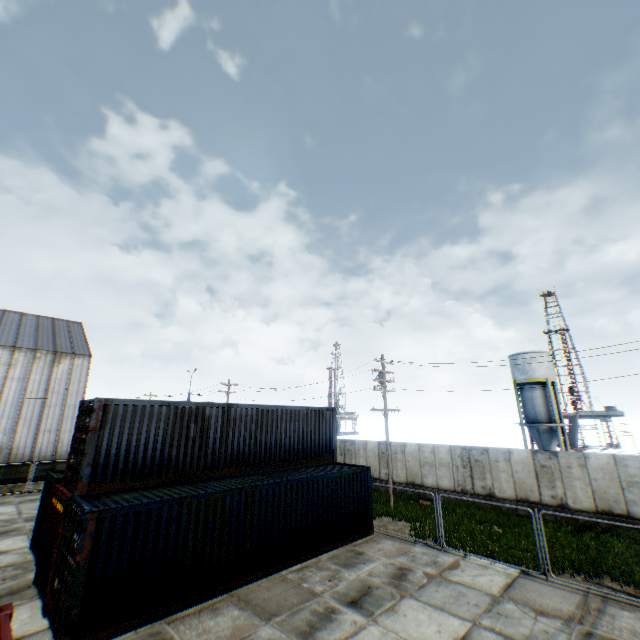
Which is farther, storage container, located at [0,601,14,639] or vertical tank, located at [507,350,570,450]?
vertical tank, located at [507,350,570,450]

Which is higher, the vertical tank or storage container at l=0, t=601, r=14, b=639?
the vertical tank

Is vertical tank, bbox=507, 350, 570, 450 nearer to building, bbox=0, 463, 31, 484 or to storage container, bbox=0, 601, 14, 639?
storage container, bbox=0, 601, 14, 639

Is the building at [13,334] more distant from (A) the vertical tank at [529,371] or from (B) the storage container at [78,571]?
(A) the vertical tank at [529,371]

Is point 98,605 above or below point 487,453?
below

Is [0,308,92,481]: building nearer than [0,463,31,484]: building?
No

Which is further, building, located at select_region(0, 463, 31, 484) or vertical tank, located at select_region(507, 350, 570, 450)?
vertical tank, located at select_region(507, 350, 570, 450)

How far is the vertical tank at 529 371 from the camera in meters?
33.3
